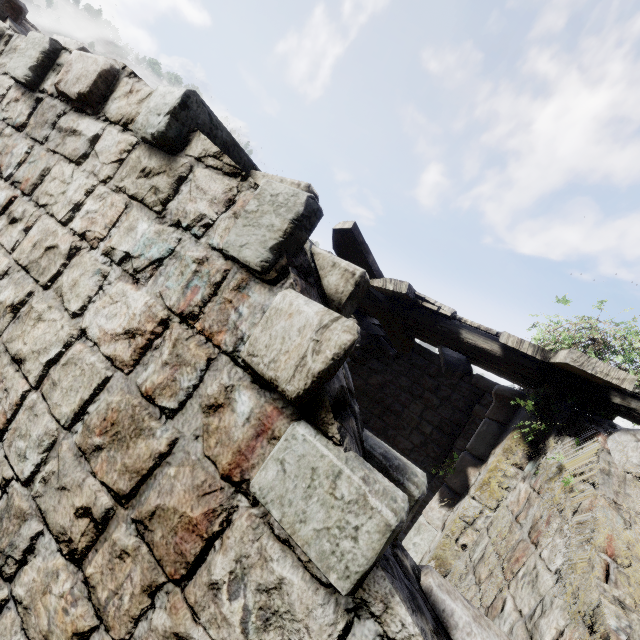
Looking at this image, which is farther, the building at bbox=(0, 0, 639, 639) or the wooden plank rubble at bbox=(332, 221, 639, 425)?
the wooden plank rubble at bbox=(332, 221, 639, 425)

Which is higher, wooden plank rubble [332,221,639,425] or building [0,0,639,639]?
wooden plank rubble [332,221,639,425]

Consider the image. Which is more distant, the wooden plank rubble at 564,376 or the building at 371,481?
the wooden plank rubble at 564,376

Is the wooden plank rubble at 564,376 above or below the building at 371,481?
above

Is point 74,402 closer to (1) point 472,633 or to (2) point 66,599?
(2) point 66,599
